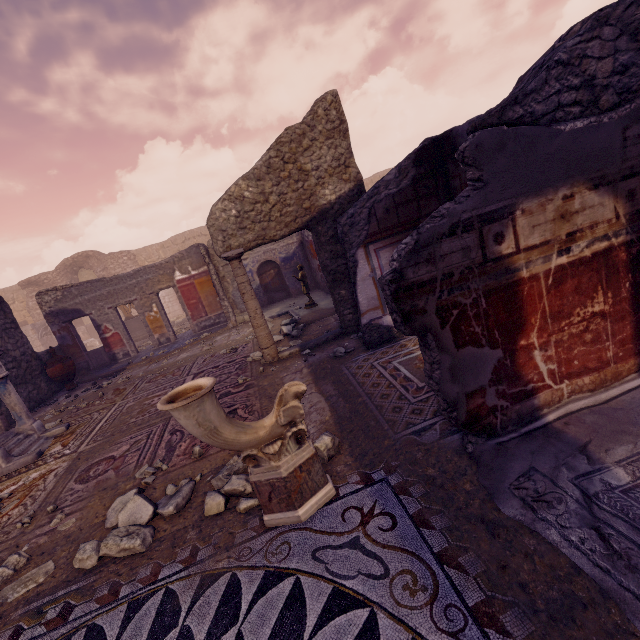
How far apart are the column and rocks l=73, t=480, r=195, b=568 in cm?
284

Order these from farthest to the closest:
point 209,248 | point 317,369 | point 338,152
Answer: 1. point 209,248
2. point 338,152
3. point 317,369

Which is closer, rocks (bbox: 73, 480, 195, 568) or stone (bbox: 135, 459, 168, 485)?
rocks (bbox: 73, 480, 195, 568)

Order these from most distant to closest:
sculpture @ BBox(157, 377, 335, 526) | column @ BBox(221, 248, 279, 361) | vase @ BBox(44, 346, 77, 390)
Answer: vase @ BBox(44, 346, 77, 390), column @ BBox(221, 248, 279, 361), sculpture @ BBox(157, 377, 335, 526)

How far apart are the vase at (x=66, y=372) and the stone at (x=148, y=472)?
7.4m

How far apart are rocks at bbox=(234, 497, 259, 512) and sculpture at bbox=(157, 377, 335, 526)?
0.1m

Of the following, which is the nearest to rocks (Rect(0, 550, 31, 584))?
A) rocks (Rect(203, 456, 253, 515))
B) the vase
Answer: rocks (Rect(203, 456, 253, 515))

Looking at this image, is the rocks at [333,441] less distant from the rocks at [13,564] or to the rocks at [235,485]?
the rocks at [235,485]
